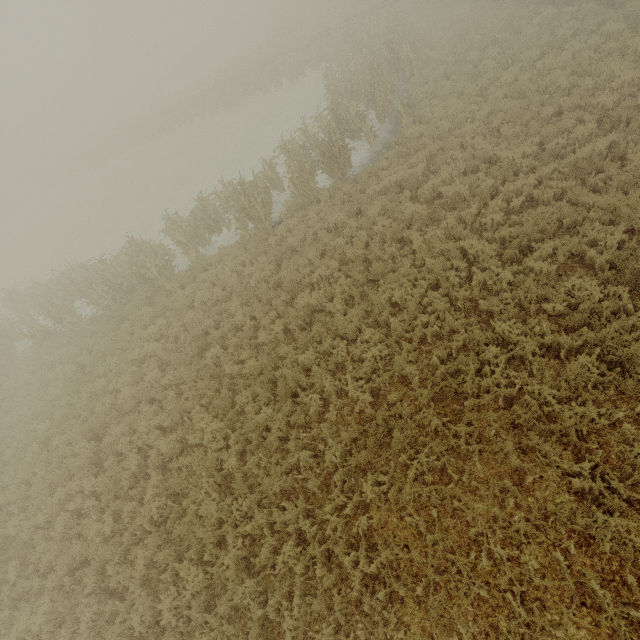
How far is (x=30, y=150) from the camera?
55.8 meters
